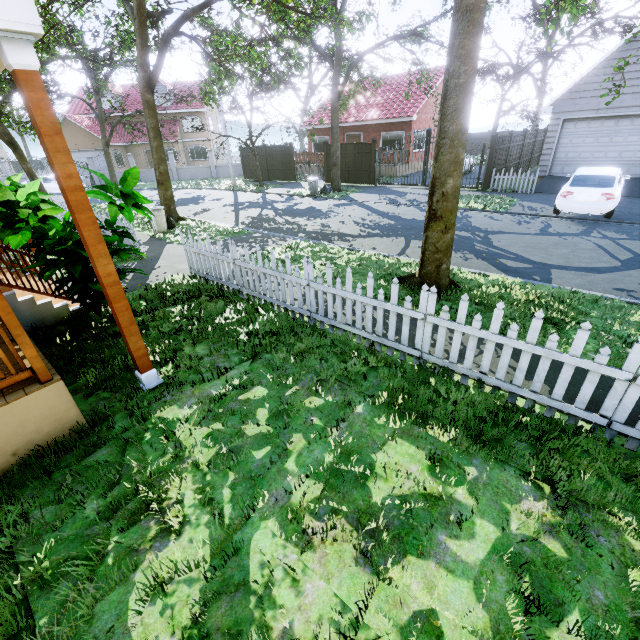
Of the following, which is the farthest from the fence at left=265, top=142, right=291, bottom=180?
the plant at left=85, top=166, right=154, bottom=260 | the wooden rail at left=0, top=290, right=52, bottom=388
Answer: the wooden rail at left=0, top=290, right=52, bottom=388

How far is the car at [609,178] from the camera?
10.53m

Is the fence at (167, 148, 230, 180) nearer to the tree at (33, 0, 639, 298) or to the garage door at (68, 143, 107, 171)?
the tree at (33, 0, 639, 298)

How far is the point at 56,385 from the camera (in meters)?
3.22

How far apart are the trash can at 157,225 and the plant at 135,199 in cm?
650

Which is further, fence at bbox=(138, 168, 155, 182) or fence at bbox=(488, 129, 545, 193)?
fence at bbox=(138, 168, 155, 182)

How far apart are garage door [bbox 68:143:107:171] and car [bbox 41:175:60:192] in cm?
767

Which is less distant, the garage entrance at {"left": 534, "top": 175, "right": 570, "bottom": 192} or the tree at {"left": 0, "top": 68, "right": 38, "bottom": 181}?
the tree at {"left": 0, "top": 68, "right": 38, "bottom": 181}
